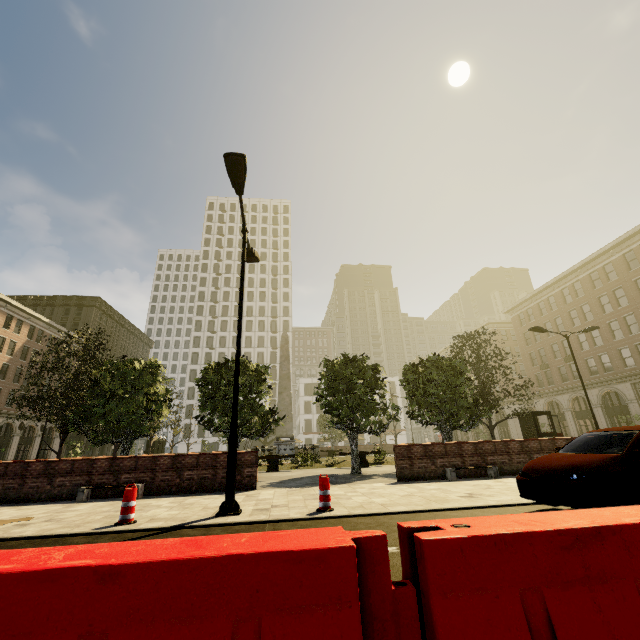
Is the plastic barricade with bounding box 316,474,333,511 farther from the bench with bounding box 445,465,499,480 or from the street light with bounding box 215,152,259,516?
the bench with bounding box 445,465,499,480

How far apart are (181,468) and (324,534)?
11.3m

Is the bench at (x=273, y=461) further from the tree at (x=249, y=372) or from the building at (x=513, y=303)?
the building at (x=513, y=303)

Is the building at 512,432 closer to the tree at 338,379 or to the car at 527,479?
the tree at 338,379

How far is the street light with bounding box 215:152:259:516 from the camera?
7.1 meters

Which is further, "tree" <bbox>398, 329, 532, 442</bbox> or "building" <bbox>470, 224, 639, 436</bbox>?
"building" <bbox>470, 224, 639, 436</bbox>

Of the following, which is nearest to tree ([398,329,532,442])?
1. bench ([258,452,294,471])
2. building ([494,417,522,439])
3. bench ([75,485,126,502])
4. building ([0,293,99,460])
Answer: bench ([258,452,294,471])

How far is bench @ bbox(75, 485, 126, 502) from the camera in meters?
9.8 m
